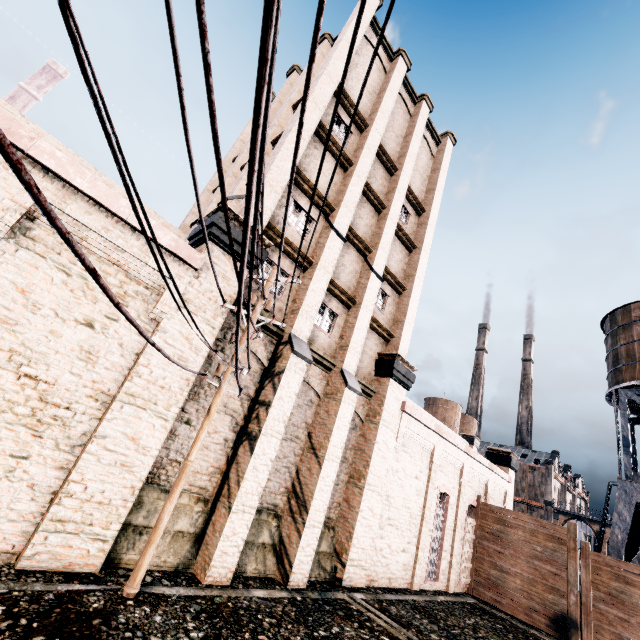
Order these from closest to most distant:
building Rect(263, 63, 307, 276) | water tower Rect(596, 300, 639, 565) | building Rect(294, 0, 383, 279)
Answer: building Rect(263, 63, 307, 276) → building Rect(294, 0, 383, 279) → water tower Rect(596, 300, 639, 565)

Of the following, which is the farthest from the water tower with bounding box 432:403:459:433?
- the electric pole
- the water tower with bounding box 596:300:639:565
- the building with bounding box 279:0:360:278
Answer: the electric pole

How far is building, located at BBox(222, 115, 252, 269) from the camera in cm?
1062

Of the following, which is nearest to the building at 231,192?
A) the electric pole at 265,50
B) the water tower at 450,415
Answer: the electric pole at 265,50

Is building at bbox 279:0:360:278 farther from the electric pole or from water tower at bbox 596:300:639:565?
water tower at bbox 596:300:639:565

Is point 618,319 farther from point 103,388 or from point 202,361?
point 103,388

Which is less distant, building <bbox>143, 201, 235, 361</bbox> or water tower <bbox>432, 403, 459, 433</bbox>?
building <bbox>143, 201, 235, 361</bbox>

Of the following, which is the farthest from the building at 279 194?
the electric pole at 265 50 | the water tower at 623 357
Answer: the water tower at 623 357
